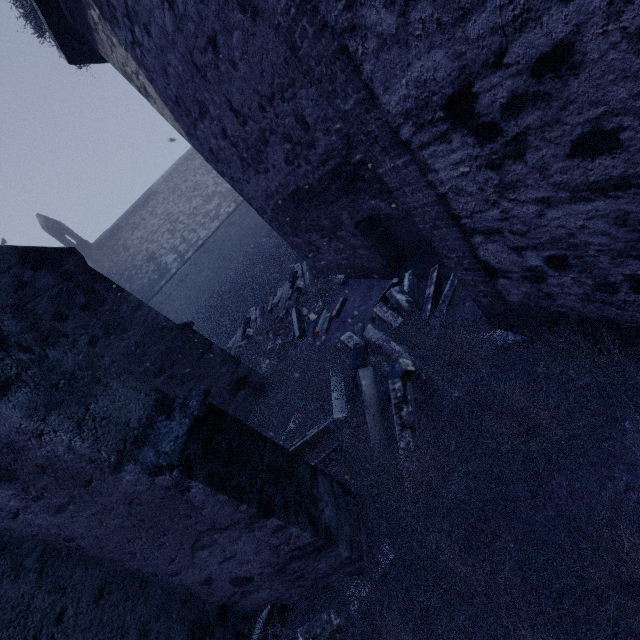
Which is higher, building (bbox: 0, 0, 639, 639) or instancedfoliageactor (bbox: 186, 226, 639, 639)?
building (bbox: 0, 0, 639, 639)

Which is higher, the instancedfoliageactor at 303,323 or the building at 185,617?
the building at 185,617

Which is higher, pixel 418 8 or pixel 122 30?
pixel 122 30
